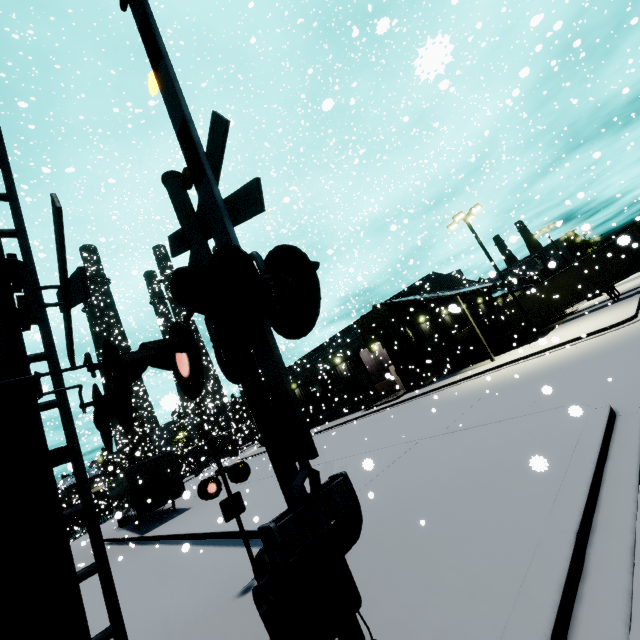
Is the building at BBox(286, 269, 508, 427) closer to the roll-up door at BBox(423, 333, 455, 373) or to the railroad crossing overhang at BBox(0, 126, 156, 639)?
the roll-up door at BBox(423, 333, 455, 373)

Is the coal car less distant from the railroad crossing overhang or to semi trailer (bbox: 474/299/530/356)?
semi trailer (bbox: 474/299/530/356)

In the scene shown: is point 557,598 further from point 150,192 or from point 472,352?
point 150,192

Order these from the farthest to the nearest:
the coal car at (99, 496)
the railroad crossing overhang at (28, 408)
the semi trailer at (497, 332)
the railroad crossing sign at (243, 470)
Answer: the coal car at (99, 496)
the semi trailer at (497, 332)
the railroad crossing sign at (243, 470)
the railroad crossing overhang at (28, 408)

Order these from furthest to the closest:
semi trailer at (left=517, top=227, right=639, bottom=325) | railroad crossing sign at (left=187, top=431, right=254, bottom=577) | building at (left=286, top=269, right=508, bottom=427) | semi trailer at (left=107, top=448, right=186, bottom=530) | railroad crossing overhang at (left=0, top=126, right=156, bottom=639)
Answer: building at (left=286, top=269, right=508, bottom=427) → semi trailer at (left=517, top=227, right=639, bottom=325) → semi trailer at (left=107, top=448, right=186, bottom=530) → railroad crossing sign at (left=187, top=431, right=254, bottom=577) → railroad crossing overhang at (left=0, top=126, right=156, bottom=639)

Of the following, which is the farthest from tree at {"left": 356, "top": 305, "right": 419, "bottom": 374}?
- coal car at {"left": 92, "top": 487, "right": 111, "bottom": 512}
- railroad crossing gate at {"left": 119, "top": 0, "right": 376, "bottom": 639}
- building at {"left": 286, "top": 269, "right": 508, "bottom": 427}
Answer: coal car at {"left": 92, "top": 487, "right": 111, "bottom": 512}

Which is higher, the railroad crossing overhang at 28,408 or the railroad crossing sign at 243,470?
the railroad crossing overhang at 28,408

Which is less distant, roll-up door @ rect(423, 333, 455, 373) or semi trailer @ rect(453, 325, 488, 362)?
roll-up door @ rect(423, 333, 455, 373)
